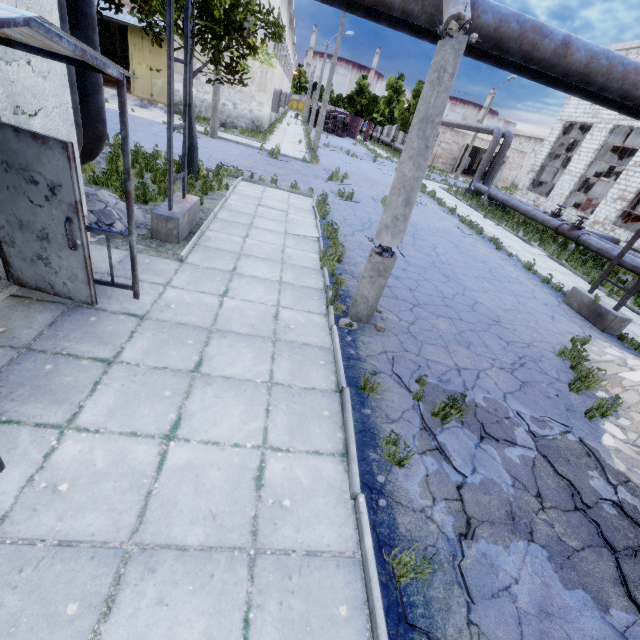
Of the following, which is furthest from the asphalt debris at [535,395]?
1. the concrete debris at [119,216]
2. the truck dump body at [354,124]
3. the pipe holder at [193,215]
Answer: the truck dump body at [354,124]

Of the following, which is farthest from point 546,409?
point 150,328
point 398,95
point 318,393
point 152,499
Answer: point 398,95

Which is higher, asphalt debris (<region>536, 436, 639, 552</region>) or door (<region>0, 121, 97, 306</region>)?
door (<region>0, 121, 97, 306</region>)

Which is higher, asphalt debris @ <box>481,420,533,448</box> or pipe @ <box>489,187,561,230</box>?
pipe @ <box>489,187,561,230</box>

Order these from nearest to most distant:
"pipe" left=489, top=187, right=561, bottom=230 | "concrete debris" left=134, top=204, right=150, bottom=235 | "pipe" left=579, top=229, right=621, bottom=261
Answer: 1. "concrete debris" left=134, top=204, right=150, bottom=235
2. "pipe" left=579, top=229, right=621, bottom=261
3. "pipe" left=489, top=187, right=561, bottom=230

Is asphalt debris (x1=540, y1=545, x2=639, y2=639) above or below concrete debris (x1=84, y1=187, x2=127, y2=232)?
below

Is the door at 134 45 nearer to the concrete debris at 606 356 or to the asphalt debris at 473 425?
the asphalt debris at 473 425

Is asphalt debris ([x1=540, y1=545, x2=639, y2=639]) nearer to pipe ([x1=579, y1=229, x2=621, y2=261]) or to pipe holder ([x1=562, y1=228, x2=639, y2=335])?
pipe holder ([x1=562, y1=228, x2=639, y2=335])
